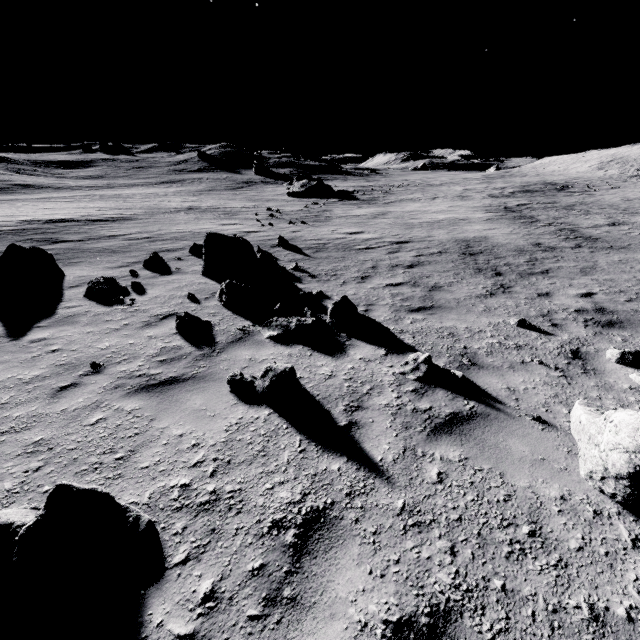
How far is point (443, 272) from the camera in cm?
1083

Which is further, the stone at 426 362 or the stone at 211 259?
the stone at 211 259

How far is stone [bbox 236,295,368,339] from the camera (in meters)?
6.25

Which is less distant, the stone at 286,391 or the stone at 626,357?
the stone at 286,391

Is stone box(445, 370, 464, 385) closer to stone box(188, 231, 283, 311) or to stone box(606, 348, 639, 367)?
stone box(606, 348, 639, 367)

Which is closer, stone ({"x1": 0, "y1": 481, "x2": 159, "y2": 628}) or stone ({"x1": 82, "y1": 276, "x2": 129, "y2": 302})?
stone ({"x1": 0, "y1": 481, "x2": 159, "y2": 628})

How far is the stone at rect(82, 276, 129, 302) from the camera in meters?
8.0

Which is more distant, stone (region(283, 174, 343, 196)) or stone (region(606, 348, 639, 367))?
stone (region(283, 174, 343, 196))
